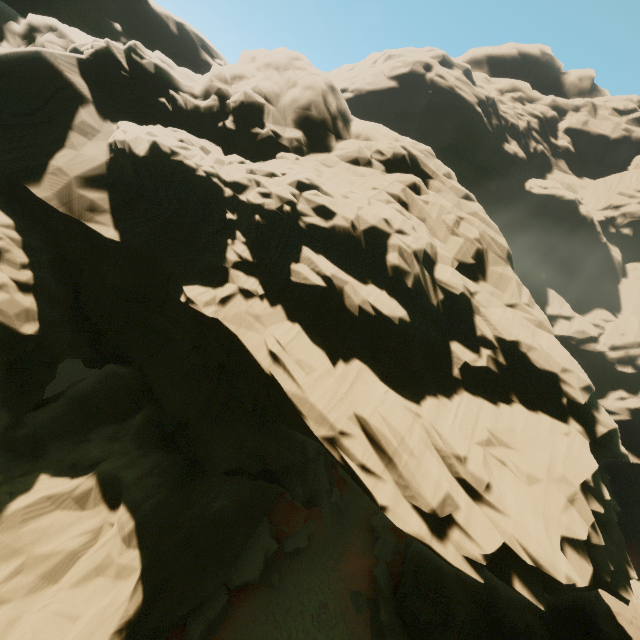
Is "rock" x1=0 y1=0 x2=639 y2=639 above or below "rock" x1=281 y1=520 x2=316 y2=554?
above

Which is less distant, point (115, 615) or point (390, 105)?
point (115, 615)

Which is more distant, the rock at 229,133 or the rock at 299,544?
the rock at 299,544

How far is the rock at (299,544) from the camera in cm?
2191

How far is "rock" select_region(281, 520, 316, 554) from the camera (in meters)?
21.91

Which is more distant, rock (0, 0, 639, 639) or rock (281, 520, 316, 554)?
rock (281, 520, 316, 554)
